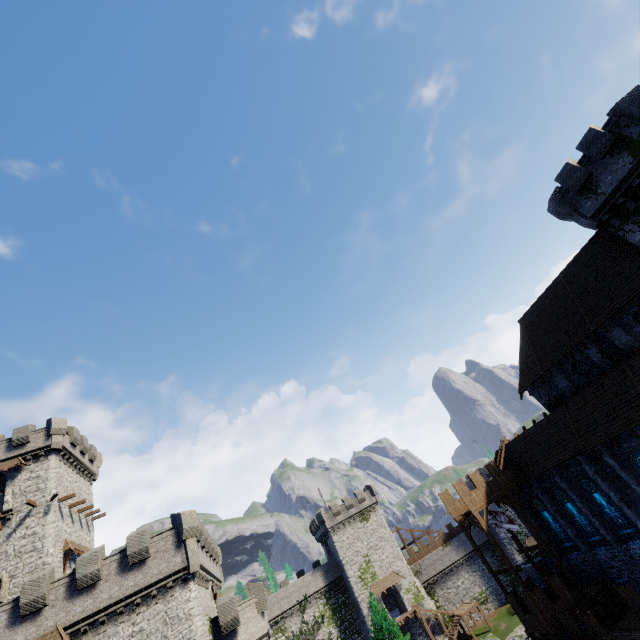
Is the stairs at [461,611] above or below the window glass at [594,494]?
below

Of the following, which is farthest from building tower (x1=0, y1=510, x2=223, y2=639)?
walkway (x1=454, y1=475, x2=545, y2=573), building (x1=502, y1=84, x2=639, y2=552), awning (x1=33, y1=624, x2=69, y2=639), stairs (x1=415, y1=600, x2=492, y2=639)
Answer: building (x1=502, y1=84, x2=639, y2=552)

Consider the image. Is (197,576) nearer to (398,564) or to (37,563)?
(37,563)

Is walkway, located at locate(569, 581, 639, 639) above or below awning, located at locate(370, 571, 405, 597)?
below

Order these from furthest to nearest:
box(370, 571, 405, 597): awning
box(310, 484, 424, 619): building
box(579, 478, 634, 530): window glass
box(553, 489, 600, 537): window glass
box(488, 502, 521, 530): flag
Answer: box(310, 484, 424, 619): building < box(370, 571, 405, 597): awning < box(488, 502, 521, 530): flag < box(553, 489, 600, 537): window glass < box(579, 478, 634, 530): window glass

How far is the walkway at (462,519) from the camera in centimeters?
2506cm

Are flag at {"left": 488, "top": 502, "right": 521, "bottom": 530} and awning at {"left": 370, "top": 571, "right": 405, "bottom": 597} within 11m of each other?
no

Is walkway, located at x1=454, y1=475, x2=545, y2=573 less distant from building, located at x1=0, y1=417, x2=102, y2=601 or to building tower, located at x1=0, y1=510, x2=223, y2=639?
building tower, located at x1=0, y1=510, x2=223, y2=639
